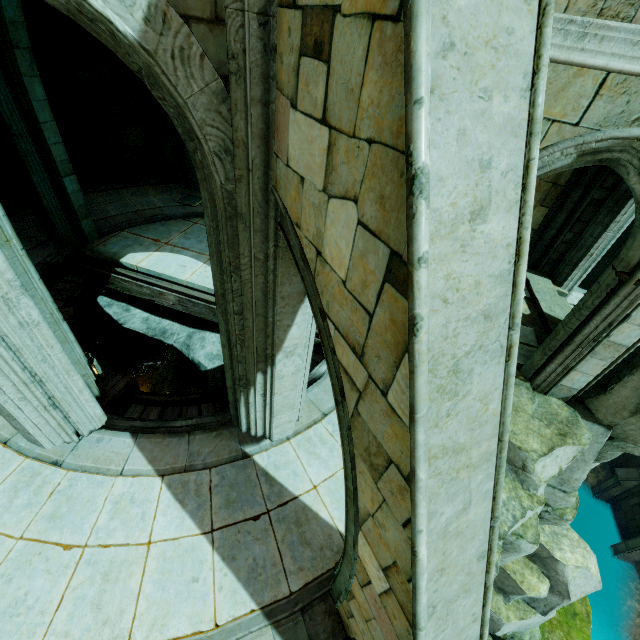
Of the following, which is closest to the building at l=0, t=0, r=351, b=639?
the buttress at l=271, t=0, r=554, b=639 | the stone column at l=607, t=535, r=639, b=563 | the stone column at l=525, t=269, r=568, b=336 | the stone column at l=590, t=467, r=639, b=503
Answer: the buttress at l=271, t=0, r=554, b=639

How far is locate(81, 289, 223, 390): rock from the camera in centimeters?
961cm

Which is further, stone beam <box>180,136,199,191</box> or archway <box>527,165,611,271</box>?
stone beam <box>180,136,199,191</box>

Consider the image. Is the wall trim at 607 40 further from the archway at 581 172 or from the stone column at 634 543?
the stone column at 634 543

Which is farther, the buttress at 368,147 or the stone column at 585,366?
the stone column at 585,366

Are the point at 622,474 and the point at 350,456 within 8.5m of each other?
no

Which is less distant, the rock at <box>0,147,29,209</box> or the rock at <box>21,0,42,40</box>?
the rock at <box>21,0,42,40</box>

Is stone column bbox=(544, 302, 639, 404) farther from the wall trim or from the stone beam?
the stone beam
